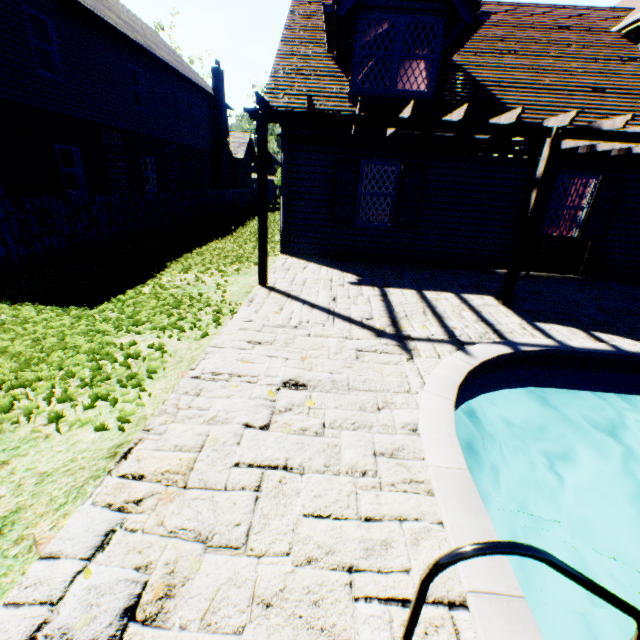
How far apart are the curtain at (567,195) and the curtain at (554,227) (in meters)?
0.14

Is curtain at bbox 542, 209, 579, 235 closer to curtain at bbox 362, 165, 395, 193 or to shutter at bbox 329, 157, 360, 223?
curtain at bbox 362, 165, 395, 193

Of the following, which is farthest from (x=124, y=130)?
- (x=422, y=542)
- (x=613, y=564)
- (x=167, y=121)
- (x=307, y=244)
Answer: (x=613, y=564)

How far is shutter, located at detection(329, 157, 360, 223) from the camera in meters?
8.3

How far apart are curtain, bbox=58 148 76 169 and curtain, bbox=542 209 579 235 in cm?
1536

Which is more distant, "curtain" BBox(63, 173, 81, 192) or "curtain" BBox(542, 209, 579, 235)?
"curtain" BBox(63, 173, 81, 192)

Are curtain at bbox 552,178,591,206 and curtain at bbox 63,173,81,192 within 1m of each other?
no

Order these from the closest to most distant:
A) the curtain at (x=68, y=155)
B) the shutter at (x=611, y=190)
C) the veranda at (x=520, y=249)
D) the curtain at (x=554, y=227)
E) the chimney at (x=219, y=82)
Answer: the veranda at (x=520, y=249), the shutter at (x=611, y=190), the curtain at (x=554, y=227), the curtain at (x=68, y=155), the chimney at (x=219, y=82)
